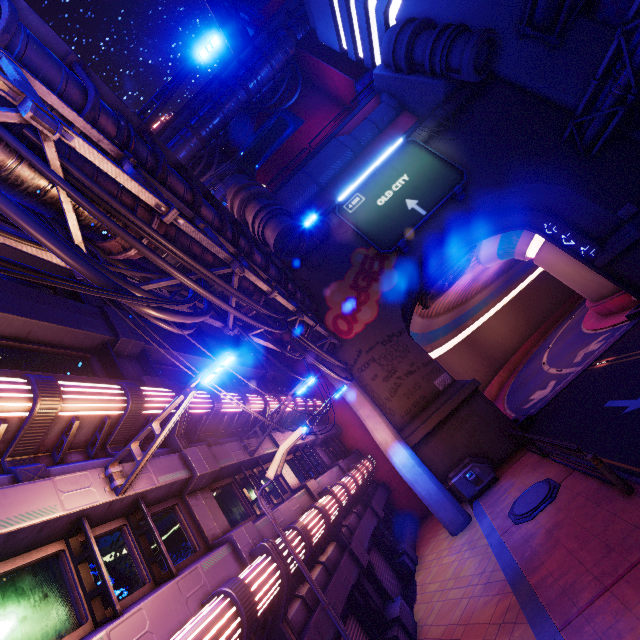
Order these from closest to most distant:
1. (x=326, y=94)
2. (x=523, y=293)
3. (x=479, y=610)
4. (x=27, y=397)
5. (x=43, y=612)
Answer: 1. (x=43, y=612)
2. (x=27, y=397)
3. (x=479, y=610)
4. (x=326, y=94)
5. (x=523, y=293)

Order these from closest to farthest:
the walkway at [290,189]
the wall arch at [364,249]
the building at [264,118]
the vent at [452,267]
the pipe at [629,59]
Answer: the pipe at [629,59] → the wall arch at [364,249] → the vent at [452,267] → the walkway at [290,189] → the building at [264,118]

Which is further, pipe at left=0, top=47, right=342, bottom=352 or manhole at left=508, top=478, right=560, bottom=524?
manhole at left=508, top=478, right=560, bottom=524

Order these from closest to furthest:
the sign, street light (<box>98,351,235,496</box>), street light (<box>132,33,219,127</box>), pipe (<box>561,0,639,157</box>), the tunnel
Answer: street light (<box>98,351,235,496</box>) < street light (<box>132,33,219,127</box>) < pipe (<box>561,0,639,157</box>) < the sign < the tunnel

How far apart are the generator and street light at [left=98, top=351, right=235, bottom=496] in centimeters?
1448cm

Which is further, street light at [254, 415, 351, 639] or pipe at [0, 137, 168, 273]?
street light at [254, 415, 351, 639]

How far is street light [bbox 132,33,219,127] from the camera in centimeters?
916cm

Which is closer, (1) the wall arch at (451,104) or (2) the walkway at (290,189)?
(1) the wall arch at (451,104)
